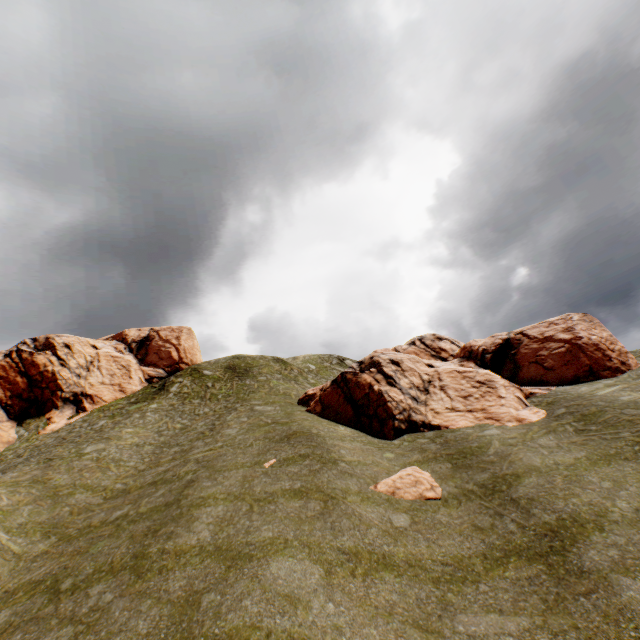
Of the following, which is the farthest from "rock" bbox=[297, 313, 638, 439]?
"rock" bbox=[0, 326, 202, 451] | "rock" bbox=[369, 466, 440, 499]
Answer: "rock" bbox=[0, 326, 202, 451]

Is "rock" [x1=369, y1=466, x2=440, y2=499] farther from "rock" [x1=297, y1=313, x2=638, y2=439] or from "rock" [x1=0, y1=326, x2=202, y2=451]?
"rock" [x1=0, y1=326, x2=202, y2=451]

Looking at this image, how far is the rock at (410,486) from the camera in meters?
13.6 m

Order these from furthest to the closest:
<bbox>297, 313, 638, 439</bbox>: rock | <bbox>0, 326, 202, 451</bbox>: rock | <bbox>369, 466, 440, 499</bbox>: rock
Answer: <bbox>0, 326, 202, 451</bbox>: rock < <bbox>297, 313, 638, 439</bbox>: rock < <bbox>369, 466, 440, 499</bbox>: rock

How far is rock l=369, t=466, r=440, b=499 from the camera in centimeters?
1358cm

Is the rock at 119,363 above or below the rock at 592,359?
above

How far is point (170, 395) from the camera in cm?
3606
